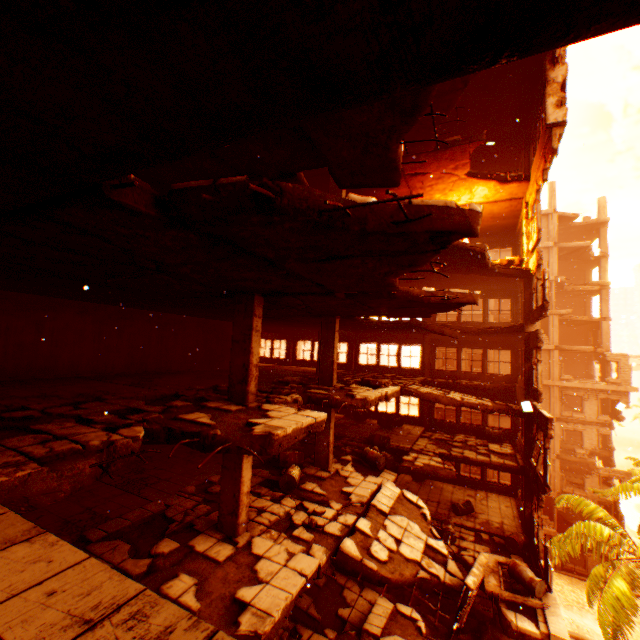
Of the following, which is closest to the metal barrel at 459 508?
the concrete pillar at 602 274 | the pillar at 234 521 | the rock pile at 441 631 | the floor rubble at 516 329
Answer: the rock pile at 441 631

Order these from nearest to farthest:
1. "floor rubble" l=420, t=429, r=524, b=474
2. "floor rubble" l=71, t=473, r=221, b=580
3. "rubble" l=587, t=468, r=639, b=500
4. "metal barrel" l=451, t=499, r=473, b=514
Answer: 1. "floor rubble" l=71, t=473, r=221, b=580
2. "floor rubble" l=420, t=429, r=524, b=474
3. "metal barrel" l=451, t=499, r=473, b=514
4. "rubble" l=587, t=468, r=639, b=500

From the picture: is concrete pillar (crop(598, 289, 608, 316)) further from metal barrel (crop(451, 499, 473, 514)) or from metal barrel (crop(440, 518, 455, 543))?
metal barrel (crop(440, 518, 455, 543))

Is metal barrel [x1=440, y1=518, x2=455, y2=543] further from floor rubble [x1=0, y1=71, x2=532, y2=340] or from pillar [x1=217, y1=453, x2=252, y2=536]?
pillar [x1=217, y1=453, x2=252, y2=536]

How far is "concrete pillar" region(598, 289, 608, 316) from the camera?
30.7m

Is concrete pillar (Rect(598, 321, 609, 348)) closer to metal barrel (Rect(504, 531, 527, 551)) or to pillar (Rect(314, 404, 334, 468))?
metal barrel (Rect(504, 531, 527, 551))

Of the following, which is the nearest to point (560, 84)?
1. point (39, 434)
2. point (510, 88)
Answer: point (510, 88)

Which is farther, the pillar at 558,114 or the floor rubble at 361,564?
the pillar at 558,114
